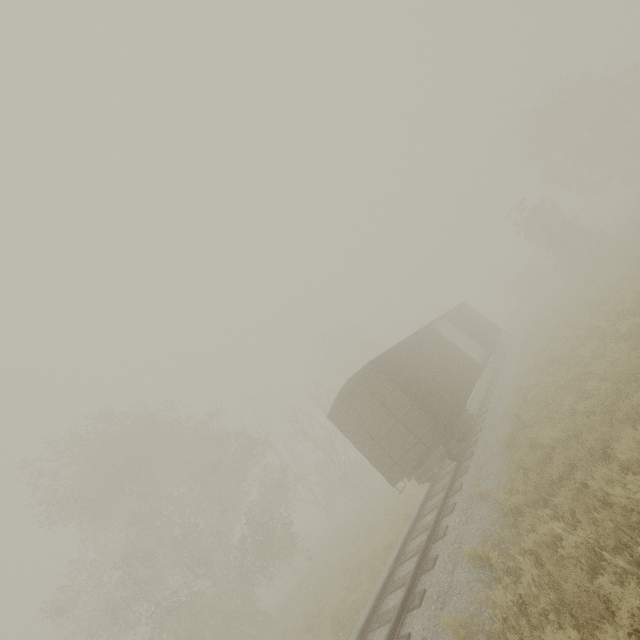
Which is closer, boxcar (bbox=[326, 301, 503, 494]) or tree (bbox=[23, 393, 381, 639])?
boxcar (bbox=[326, 301, 503, 494])

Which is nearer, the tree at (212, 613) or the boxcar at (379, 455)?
the boxcar at (379, 455)

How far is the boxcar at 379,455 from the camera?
11.39m

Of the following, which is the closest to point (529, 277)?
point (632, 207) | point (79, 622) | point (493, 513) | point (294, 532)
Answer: point (632, 207)

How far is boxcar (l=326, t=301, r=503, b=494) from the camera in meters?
11.4
